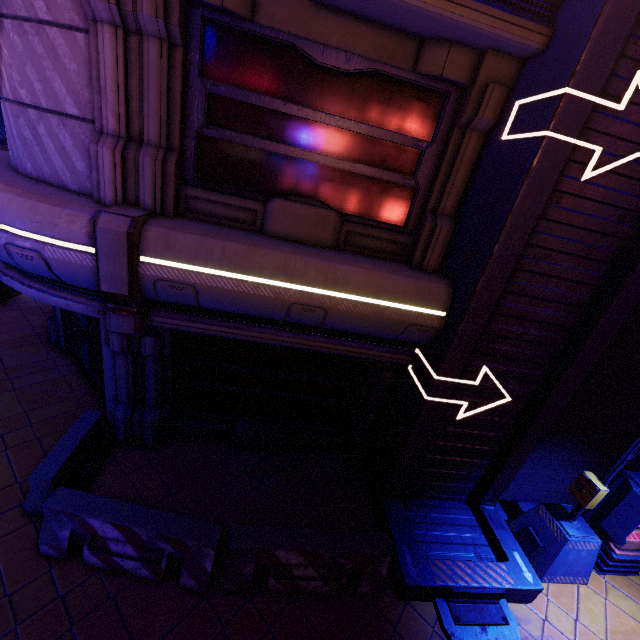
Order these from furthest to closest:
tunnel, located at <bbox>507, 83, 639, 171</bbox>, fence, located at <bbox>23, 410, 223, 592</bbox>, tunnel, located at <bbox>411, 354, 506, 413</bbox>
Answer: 1. tunnel, located at <bbox>411, 354, 506, 413</bbox>
2. fence, located at <bbox>23, 410, 223, 592</bbox>
3. tunnel, located at <bbox>507, 83, 639, 171</bbox>

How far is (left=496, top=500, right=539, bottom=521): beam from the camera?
6.9 meters

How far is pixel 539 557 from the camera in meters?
6.0 m

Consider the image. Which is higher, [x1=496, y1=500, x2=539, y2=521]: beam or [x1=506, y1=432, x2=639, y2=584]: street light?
[x1=506, y1=432, x2=639, y2=584]: street light

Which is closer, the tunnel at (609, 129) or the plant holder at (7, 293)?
the tunnel at (609, 129)

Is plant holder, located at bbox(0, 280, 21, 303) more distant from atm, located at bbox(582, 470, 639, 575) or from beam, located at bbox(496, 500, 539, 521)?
atm, located at bbox(582, 470, 639, 575)

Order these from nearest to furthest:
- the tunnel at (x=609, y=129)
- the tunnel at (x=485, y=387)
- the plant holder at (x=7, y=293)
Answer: the tunnel at (x=609, y=129) → the tunnel at (x=485, y=387) → the plant holder at (x=7, y=293)

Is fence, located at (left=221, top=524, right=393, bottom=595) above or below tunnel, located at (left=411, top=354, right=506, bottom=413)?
below
